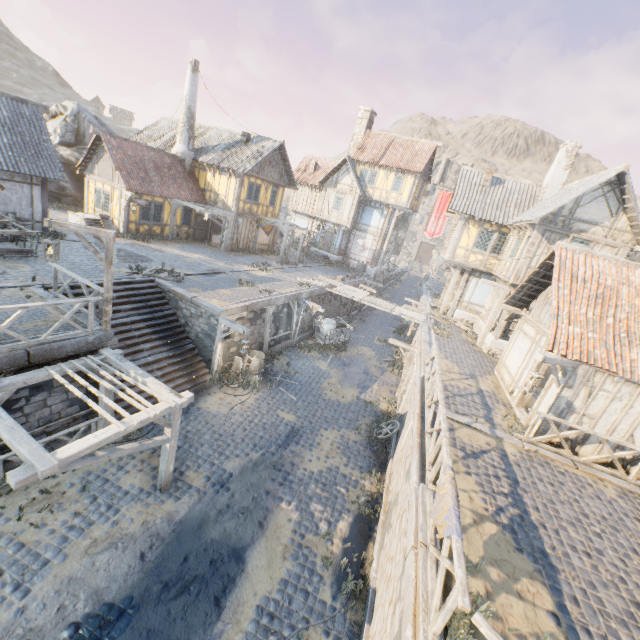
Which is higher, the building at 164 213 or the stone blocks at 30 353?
the building at 164 213

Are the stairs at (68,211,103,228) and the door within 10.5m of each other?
yes

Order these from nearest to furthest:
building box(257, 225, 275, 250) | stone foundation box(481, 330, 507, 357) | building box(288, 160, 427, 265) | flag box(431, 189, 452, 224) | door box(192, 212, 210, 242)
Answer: stone foundation box(481, 330, 507, 357) < door box(192, 212, 210, 242) < building box(257, 225, 275, 250) < building box(288, 160, 427, 265) < flag box(431, 189, 452, 224)

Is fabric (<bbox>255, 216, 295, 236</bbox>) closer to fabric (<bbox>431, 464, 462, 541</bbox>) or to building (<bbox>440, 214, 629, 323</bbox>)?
building (<bbox>440, 214, 629, 323</bbox>)

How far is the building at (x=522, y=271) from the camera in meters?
15.4

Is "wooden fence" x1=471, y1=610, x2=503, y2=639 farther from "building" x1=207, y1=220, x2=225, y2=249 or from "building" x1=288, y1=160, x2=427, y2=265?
"building" x1=288, y1=160, x2=427, y2=265

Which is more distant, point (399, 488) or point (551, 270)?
point (551, 270)

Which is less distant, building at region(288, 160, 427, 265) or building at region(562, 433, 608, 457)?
building at region(562, 433, 608, 457)
